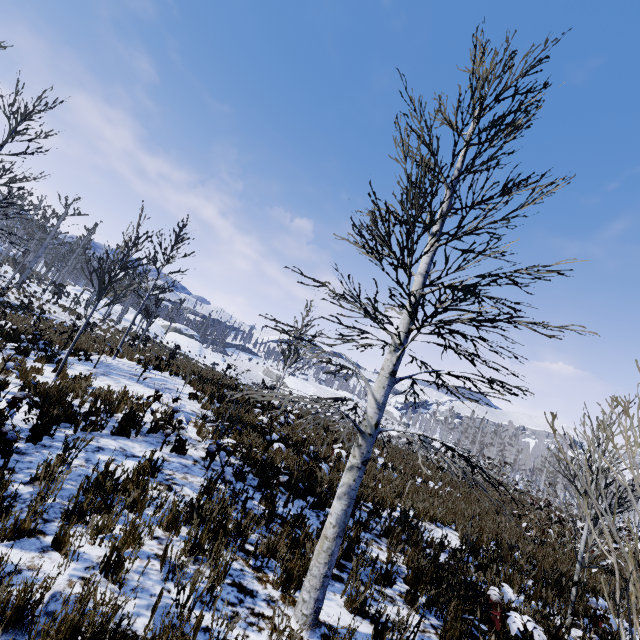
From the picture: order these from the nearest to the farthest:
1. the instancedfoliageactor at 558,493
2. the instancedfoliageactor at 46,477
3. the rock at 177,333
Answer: the instancedfoliageactor at 558,493 → the instancedfoliageactor at 46,477 → the rock at 177,333

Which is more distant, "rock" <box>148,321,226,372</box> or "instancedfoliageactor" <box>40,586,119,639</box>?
"rock" <box>148,321,226,372</box>

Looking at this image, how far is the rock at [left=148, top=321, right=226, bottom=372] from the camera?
45.4 meters

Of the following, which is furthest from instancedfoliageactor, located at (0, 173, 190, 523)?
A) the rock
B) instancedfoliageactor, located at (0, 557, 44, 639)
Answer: the rock

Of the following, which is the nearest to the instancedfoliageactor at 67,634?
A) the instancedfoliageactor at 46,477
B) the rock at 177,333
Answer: A: the instancedfoliageactor at 46,477

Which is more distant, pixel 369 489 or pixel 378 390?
pixel 369 489

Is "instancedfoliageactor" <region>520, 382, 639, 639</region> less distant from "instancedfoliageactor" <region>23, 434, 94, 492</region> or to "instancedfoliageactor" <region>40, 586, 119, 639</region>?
"instancedfoliageactor" <region>40, 586, 119, 639</region>

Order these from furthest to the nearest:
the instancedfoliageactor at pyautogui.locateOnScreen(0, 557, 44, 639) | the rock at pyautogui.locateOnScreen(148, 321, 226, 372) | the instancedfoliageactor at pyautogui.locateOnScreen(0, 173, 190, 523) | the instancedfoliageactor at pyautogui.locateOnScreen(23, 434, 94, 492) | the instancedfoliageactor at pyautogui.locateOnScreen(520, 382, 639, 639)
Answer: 1. the rock at pyautogui.locateOnScreen(148, 321, 226, 372)
2. the instancedfoliageactor at pyautogui.locateOnScreen(0, 173, 190, 523)
3. the instancedfoliageactor at pyautogui.locateOnScreen(23, 434, 94, 492)
4. the instancedfoliageactor at pyautogui.locateOnScreen(0, 557, 44, 639)
5. the instancedfoliageactor at pyautogui.locateOnScreen(520, 382, 639, 639)
